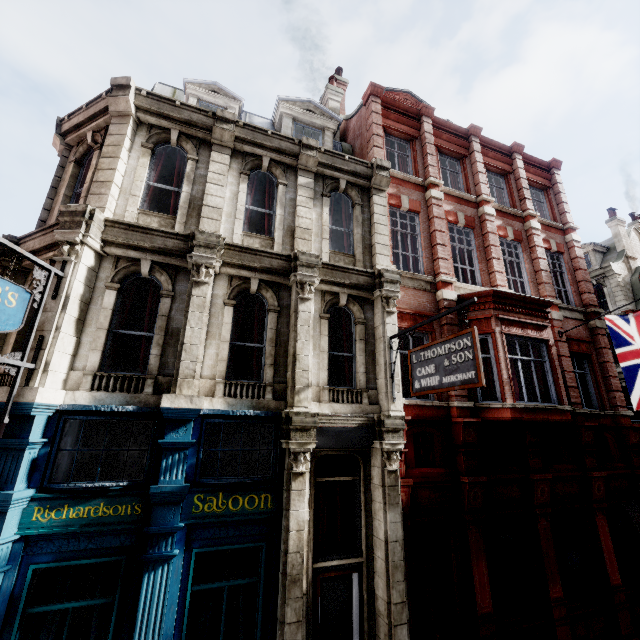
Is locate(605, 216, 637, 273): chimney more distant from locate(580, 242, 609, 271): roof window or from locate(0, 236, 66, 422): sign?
locate(0, 236, 66, 422): sign

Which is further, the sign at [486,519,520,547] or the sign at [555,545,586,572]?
the sign at [555,545,586,572]

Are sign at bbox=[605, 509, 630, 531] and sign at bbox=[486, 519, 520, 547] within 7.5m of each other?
yes

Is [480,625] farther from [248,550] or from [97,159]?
[97,159]

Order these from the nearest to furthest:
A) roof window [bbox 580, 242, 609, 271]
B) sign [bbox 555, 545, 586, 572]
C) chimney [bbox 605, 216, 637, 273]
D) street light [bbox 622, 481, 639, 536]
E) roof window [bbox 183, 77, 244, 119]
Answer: street light [bbox 622, 481, 639, 536]
sign [bbox 555, 545, 586, 572]
roof window [bbox 183, 77, 244, 119]
chimney [bbox 605, 216, 637, 273]
roof window [bbox 580, 242, 609, 271]

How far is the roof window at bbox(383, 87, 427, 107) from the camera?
14.9 meters

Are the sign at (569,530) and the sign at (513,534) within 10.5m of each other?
yes

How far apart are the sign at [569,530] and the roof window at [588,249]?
24.5m
